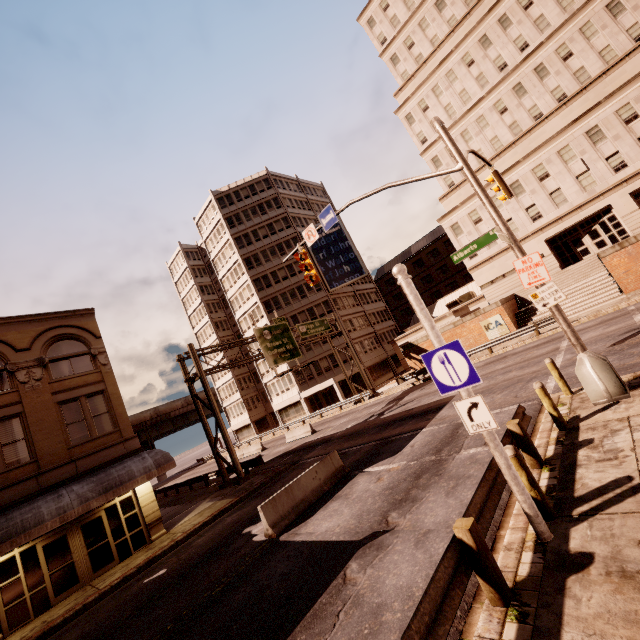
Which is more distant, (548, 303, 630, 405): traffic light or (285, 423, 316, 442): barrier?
(285, 423, 316, 442): barrier

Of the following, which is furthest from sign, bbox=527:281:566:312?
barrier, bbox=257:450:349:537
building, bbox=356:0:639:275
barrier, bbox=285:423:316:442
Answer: building, bbox=356:0:639:275

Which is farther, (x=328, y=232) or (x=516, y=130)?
(x=328, y=232)

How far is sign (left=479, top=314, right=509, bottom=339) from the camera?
27.1m

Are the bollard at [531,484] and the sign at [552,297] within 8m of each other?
yes

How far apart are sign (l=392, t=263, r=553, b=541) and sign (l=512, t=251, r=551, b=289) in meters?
5.2 m

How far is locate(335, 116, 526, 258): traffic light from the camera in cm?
923

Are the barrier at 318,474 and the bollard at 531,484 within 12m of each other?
yes
